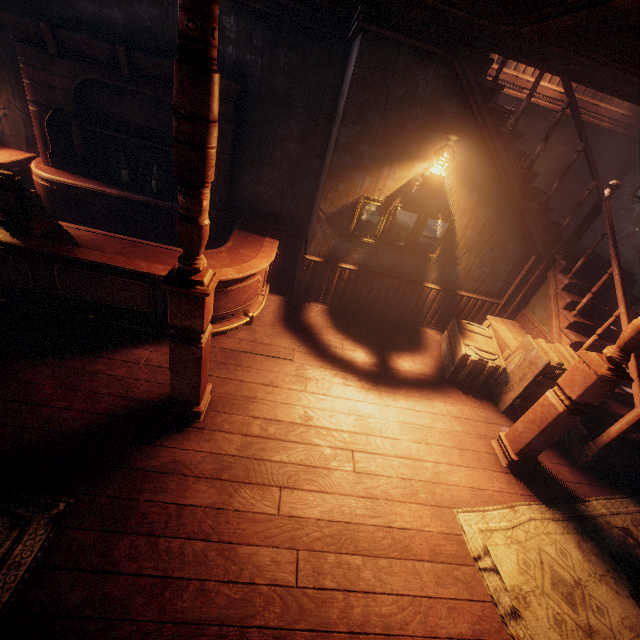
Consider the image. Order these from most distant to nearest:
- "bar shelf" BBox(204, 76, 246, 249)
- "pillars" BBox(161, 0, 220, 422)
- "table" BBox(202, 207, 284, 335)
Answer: "bar shelf" BBox(204, 76, 246, 249)
"table" BBox(202, 207, 284, 335)
"pillars" BBox(161, 0, 220, 422)

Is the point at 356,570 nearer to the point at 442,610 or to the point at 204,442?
the point at 442,610

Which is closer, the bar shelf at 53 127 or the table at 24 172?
the bar shelf at 53 127

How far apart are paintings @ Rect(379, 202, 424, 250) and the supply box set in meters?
1.1

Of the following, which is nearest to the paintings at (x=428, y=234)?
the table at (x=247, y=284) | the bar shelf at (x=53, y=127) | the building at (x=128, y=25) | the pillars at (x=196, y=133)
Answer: the building at (x=128, y=25)

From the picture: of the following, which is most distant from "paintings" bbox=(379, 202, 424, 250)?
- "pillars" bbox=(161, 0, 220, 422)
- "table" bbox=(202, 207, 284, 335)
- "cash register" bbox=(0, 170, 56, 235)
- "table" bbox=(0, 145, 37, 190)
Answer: "table" bbox=(0, 145, 37, 190)

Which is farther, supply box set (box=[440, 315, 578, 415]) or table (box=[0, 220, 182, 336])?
supply box set (box=[440, 315, 578, 415])
